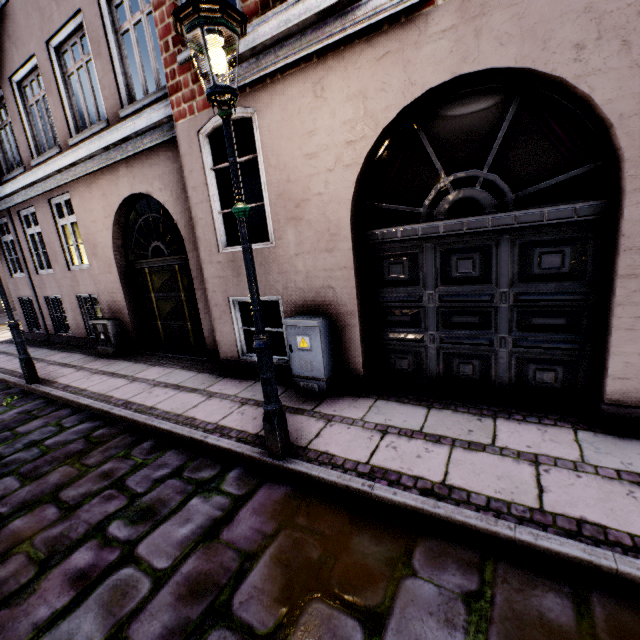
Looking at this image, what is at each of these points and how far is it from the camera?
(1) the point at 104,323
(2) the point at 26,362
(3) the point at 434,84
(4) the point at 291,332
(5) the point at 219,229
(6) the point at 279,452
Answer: (1) electrical box, 7.5 meters
(2) street light, 6.1 meters
(3) building, 3.1 meters
(4) electrical box, 4.3 meters
(5) building, 5.0 meters
(6) street light, 3.1 meters

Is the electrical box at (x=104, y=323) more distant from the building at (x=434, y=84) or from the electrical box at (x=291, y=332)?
the electrical box at (x=291, y=332)

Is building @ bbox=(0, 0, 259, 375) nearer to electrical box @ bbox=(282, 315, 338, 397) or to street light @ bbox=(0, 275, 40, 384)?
electrical box @ bbox=(282, 315, 338, 397)

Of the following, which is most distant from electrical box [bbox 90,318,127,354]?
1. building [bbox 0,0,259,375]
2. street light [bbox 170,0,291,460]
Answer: street light [bbox 170,0,291,460]

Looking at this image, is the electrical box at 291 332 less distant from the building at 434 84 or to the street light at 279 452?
the building at 434 84

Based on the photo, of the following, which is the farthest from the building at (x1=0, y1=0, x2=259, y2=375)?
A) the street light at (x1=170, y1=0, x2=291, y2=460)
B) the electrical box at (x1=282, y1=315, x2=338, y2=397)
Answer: the street light at (x1=170, y1=0, x2=291, y2=460)

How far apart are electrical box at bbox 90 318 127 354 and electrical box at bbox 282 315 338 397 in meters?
5.3

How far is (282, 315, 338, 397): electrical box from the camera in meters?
4.1 m
